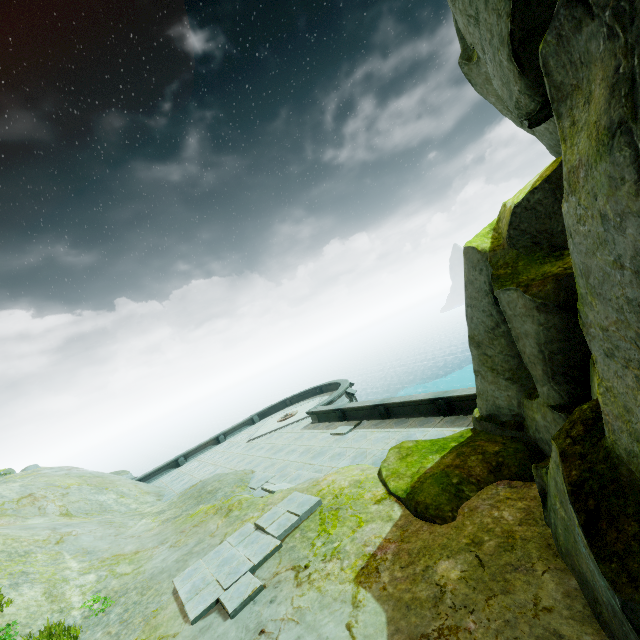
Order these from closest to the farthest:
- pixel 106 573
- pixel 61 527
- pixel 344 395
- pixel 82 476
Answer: pixel 106 573
pixel 61 527
pixel 82 476
pixel 344 395
